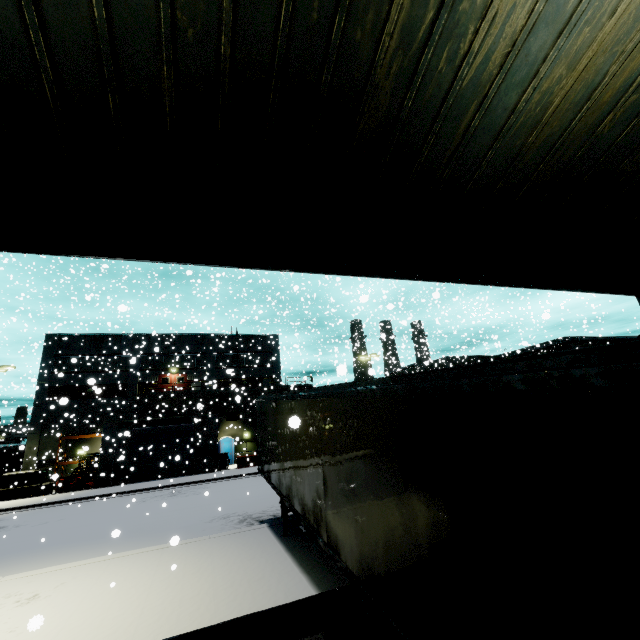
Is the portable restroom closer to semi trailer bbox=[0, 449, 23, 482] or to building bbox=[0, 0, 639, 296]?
building bbox=[0, 0, 639, 296]

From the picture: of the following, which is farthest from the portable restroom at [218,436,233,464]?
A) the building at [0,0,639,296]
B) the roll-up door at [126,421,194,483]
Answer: the roll-up door at [126,421,194,483]

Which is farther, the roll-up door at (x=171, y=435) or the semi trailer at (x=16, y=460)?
the semi trailer at (x=16, y=460)

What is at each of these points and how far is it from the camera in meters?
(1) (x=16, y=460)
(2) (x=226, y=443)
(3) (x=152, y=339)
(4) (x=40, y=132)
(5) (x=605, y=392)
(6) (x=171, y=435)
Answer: (1) semi trailer, 37.4 m
(2) portable restroom, 34.6 m
(3) building, 37.2 m
(4) building, 3.0 m
(5) semi trailer, 1.8 m
(6) roll-up door, 28.0 m

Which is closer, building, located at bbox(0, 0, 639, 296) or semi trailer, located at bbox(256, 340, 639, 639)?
semi trailer, located at bbox(256, 340, 639, 639)

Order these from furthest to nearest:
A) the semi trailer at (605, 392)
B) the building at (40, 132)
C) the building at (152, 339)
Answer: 1. the building at (152, 339)
2. the building at (40, 132)
3. the semi trailer at (605, 392)
